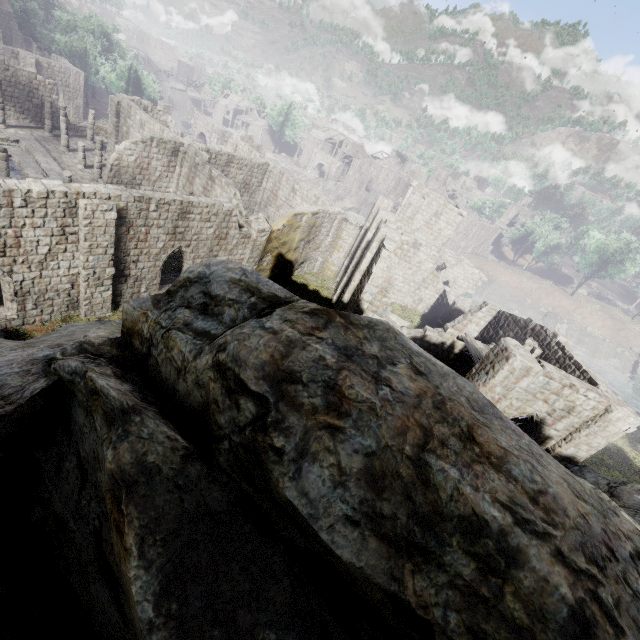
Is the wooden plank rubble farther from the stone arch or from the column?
the stone arch

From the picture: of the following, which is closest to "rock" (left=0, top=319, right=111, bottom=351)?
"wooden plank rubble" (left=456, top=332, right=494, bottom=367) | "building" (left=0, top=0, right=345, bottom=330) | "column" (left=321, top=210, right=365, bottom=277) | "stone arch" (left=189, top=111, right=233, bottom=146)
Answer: "building" (left=0, top=0, right=345, bottom=330)

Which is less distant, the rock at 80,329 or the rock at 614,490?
the rock at 80,329

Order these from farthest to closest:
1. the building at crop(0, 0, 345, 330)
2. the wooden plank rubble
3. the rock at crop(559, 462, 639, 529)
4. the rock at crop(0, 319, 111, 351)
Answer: the wooden plank rubble, the building at crop(0, 0, 345, 330), the rock at crop(559, 462, 639, 529), the rock at crop(0, 319, 111, 351)

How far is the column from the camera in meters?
28.9

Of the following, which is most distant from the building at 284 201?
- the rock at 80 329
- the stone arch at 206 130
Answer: the stone arch at 206 130

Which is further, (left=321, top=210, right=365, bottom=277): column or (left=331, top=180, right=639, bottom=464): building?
(left=321, top=210, right=365, bottom=277): column

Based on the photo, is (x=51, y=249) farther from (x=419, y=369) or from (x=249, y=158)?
(x=249, y=158)
